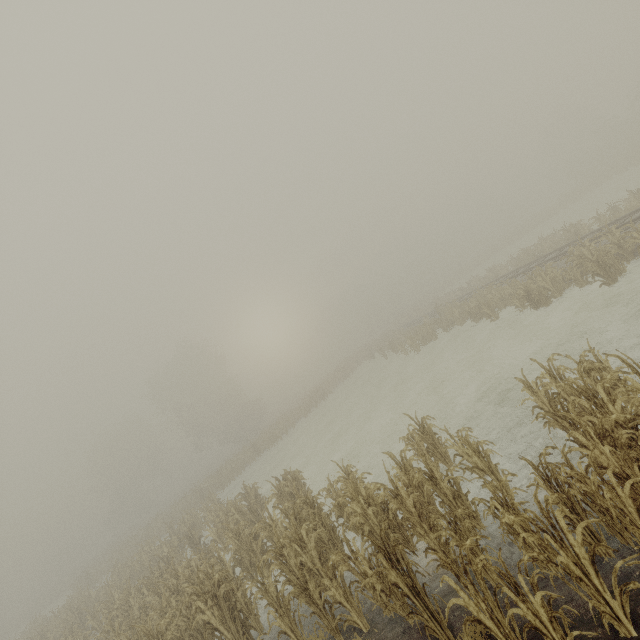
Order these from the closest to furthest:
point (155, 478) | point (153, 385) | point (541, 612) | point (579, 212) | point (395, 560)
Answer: point (541, 612) → point (395, 560) → point (579, 212) → point (153, 385) → point (155, 478)

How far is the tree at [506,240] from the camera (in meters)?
46.00

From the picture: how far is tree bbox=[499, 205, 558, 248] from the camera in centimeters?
4600cm

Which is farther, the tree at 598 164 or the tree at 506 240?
the tree at 506 240

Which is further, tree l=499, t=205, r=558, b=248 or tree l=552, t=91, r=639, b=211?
tree l=499, t=205, r=558, b=248

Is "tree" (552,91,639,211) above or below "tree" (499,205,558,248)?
above
